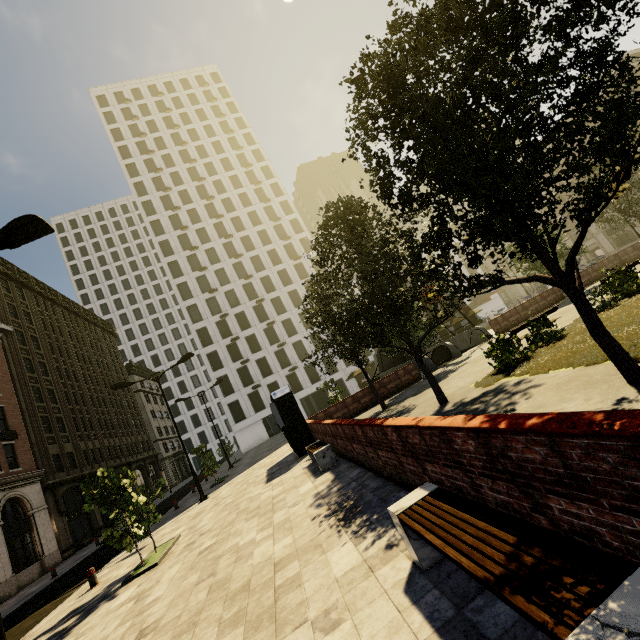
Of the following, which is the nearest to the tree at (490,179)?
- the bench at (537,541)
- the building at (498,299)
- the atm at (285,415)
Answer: the atm at (285,415)

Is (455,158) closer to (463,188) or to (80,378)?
(463,188)

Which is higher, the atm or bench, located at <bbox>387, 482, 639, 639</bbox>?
the atm

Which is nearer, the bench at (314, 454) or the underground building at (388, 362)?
the bench at (314, 454)

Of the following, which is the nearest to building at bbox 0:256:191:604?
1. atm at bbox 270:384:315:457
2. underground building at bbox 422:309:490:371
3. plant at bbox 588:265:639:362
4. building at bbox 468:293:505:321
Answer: building at bbox 468:293:505:321

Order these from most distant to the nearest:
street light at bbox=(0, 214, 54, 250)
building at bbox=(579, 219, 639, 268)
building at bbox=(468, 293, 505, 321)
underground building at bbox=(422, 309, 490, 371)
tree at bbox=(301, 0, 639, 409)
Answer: building at bbox=(468, 293, 505, 321) → building at bbox=(579, 219, 639, 268) → underground building at bbox=(422, 309, 490, 371) → street light at bbox=(0, 214, 54, 250) → tree at bbox=(301, 0, 639, 409)

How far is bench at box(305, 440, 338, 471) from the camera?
10.03m

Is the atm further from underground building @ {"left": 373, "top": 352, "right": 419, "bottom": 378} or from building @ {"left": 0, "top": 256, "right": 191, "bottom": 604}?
building @ {"left": 0, "top": 256, "right": 191, "bottom": 604}
